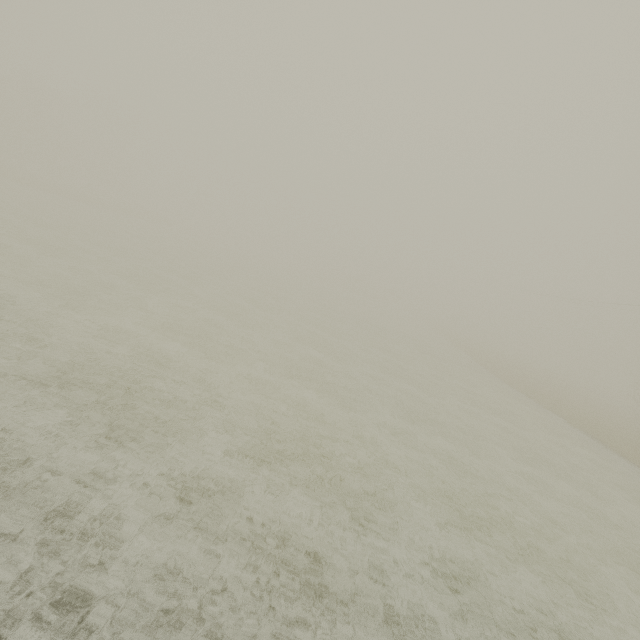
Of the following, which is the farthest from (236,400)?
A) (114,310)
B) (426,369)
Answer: (426,369)
